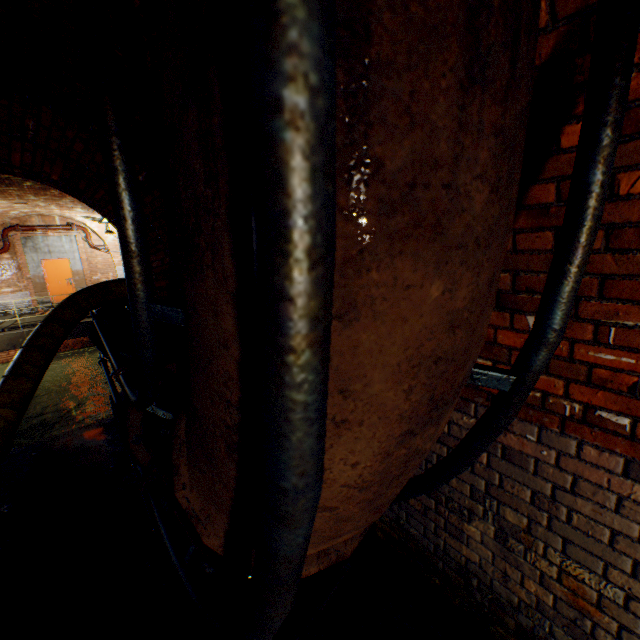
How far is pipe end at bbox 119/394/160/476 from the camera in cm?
269

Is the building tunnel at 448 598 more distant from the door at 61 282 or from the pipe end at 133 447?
the door at 61 282

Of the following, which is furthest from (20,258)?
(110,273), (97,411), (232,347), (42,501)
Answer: (232,347)

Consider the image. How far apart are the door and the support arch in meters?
1.7

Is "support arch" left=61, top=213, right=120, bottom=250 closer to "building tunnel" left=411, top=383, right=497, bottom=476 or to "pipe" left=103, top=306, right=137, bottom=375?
"pipe" left=103, top=306, right=137, bottom=375

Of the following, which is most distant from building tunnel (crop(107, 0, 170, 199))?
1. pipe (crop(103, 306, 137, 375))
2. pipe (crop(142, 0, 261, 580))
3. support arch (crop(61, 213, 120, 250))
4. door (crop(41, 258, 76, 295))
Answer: door (crop(41, 258, 76, 295))

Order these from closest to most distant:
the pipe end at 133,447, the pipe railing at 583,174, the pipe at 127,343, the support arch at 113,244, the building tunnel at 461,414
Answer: the pipe railing at 583,174 < the building tunnel at 461,414 < the pipe end at 133,447 < the pipe at 127,343 < the support arch at 113,244

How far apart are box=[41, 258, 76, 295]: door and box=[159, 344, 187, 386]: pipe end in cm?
1666
